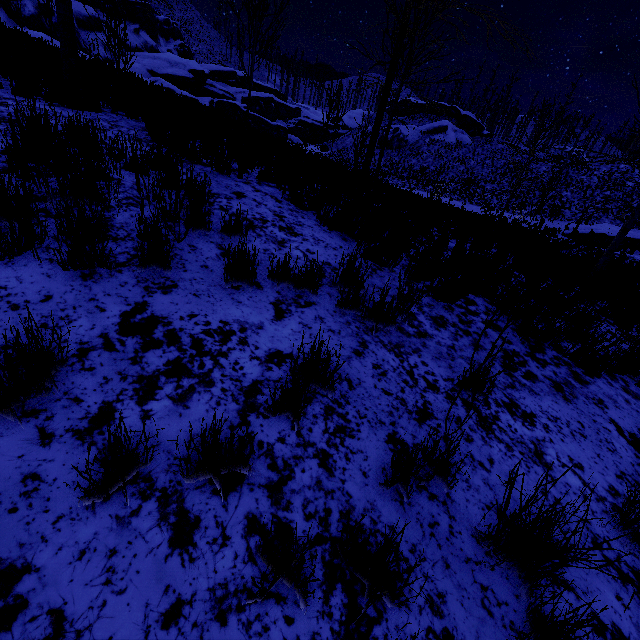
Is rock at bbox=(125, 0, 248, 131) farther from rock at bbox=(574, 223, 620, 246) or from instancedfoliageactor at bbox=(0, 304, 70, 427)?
instancedfoliageactor at bbox=(0, 304, 70, 427)

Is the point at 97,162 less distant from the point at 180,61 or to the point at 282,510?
the point at 282,510

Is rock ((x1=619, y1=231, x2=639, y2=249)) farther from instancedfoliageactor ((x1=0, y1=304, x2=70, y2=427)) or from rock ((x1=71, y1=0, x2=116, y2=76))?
rock ((x1=71, y1=0, x2=116, y2=76))

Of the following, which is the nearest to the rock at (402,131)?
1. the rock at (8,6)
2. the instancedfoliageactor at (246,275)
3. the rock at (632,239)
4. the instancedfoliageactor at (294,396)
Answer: the rock at (632,239)

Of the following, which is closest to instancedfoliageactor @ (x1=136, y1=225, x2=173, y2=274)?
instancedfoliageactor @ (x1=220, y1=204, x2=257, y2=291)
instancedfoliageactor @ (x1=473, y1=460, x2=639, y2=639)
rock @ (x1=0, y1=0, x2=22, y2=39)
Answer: instancedfoliageactor @ (x1=220, y1=204, x2=257, y2=291)

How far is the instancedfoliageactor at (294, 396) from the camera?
1.8m

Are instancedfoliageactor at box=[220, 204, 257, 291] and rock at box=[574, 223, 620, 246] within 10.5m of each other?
no

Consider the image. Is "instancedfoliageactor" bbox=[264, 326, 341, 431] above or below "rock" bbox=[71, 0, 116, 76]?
below
